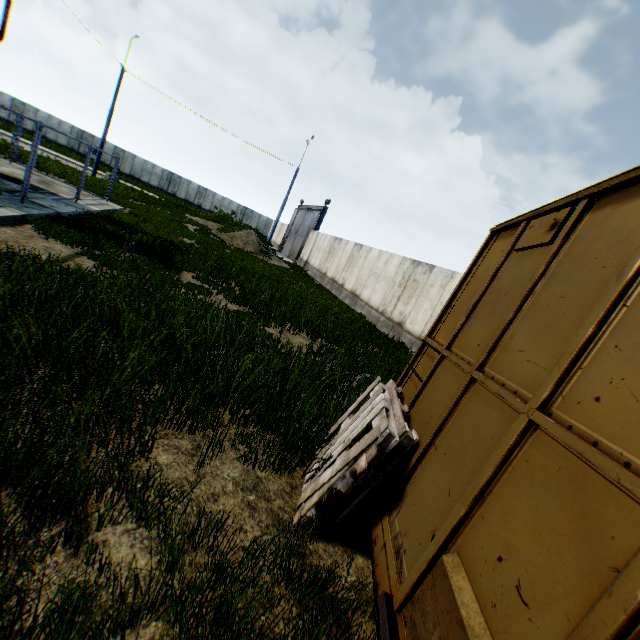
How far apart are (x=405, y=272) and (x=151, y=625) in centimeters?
1456cm

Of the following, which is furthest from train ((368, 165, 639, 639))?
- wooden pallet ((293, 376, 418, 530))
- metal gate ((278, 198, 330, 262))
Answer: → metal gate ((278, 198, 330, 262))

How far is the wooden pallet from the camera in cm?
281

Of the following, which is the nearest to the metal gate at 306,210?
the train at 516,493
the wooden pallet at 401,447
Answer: the train at 516,493

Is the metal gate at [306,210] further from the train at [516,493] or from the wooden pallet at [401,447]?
the wooden pallet at [401,447]

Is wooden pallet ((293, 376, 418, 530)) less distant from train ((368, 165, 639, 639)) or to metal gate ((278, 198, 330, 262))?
train ((368, 165, 639, 639))
